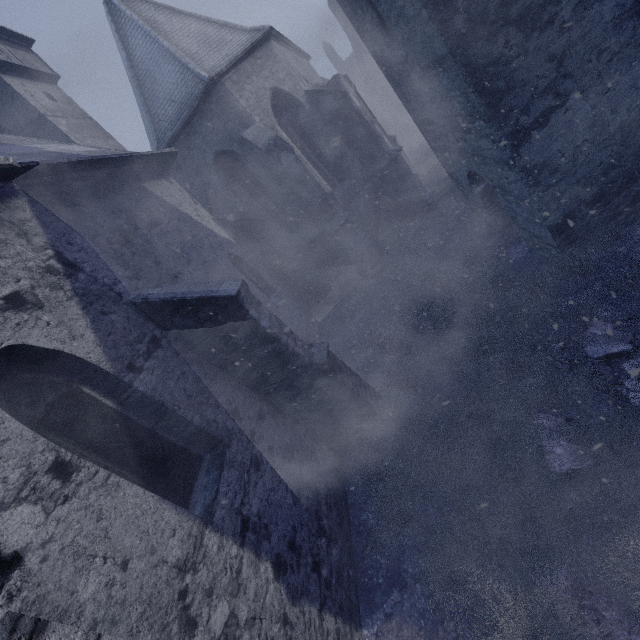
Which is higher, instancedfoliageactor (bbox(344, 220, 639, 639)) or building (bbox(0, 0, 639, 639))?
building (bbox(0, 0, 639, 639))

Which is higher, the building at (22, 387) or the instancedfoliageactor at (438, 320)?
the building at (22, 387)

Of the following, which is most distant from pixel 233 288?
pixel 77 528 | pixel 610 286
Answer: pixel 610 286
